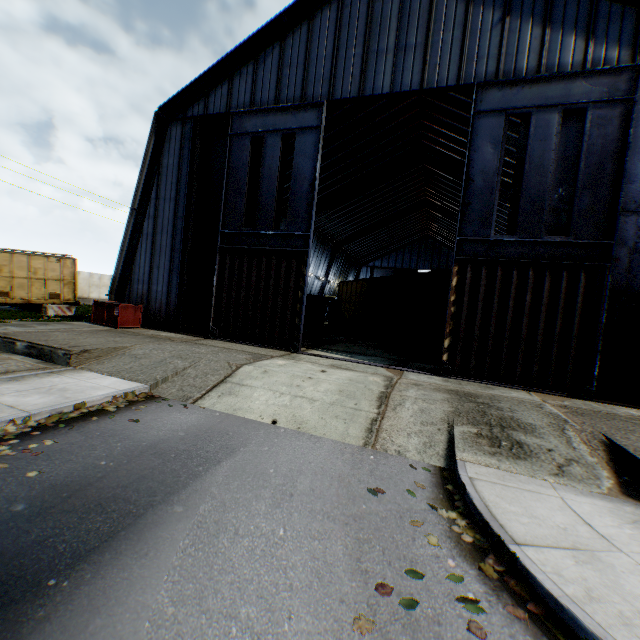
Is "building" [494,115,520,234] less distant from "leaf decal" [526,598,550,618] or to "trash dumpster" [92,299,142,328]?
"trash dumpster" [92,299,142,328]

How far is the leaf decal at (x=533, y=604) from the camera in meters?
3.1

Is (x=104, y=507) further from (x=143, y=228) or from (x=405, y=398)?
(x=143, y=228)

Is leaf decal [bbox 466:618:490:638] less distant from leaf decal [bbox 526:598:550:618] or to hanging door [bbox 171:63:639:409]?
leaf decal [bbox 526:598:550:618]

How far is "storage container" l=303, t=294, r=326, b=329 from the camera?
26.4 meters

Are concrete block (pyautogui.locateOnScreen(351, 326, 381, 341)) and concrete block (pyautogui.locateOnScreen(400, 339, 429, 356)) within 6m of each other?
yes

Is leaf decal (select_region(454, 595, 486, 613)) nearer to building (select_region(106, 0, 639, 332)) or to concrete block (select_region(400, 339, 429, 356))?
building (select_region(106, 0, 639, 332))

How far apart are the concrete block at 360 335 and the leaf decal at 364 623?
19.6m
